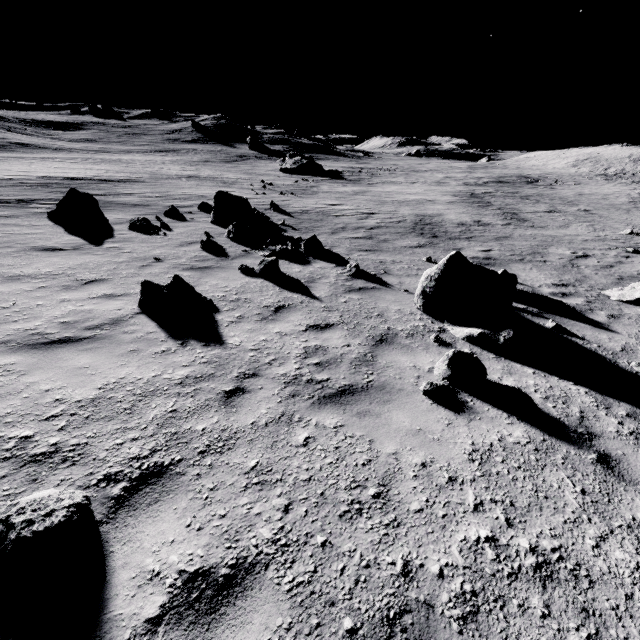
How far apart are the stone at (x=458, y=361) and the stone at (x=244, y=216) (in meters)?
8.11

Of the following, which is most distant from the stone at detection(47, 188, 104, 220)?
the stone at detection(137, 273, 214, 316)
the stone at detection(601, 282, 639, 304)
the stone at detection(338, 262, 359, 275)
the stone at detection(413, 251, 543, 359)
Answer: the stone at detection(601, 282, 639, 304)

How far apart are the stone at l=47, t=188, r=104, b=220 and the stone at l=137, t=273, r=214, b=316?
8.8m

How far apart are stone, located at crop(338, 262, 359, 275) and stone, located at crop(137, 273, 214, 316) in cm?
370

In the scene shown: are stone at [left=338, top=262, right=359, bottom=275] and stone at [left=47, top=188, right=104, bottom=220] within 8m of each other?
no

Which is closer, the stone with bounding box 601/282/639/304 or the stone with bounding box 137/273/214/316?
the stone with bounding box 137/273/214/316

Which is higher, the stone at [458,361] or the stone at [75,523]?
the stone at [75,523]

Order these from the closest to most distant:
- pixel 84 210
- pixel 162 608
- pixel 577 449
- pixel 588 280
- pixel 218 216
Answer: pixel 162 608 → pixel 577 449 → pixel 588 280 → pixel 84 210 → pixel 218 216
